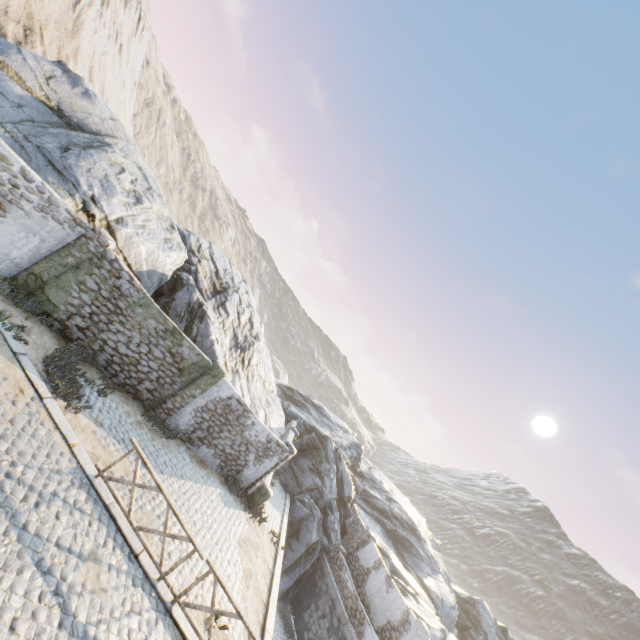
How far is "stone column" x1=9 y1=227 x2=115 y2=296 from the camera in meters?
10.0

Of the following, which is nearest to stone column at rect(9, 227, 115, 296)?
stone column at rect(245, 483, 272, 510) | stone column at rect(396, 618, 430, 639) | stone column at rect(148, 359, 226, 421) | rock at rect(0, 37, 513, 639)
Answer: rock at rect(0, 37, 513, 639)

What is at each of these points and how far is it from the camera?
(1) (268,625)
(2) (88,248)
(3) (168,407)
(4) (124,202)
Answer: (1) stone blocks, 10.27m
(2) stone column, 10.35m
(3) stone column, 12.80m
(4) rock, 12.70m

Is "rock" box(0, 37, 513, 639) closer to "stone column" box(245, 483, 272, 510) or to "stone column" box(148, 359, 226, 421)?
"stone column" box(148, 359, 226, 421)

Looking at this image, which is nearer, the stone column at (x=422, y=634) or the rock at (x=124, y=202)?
the rock at (x=124, y=202)

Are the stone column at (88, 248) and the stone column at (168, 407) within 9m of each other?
yes

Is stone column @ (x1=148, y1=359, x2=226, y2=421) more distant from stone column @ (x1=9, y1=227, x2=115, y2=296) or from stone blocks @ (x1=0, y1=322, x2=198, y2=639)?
stone column @ (x1=9, y1=227, x2=115, y2=296)

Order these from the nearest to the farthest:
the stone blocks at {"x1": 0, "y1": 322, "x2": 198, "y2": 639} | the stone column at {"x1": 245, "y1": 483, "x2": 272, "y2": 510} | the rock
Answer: the stone blocks at {"x1": 0, "y1": 322, "x2": 198, "y2": 639} → the rock → the stone column at {"x1": 245, "y1": 483, "x2": 272, "y2": 510}
